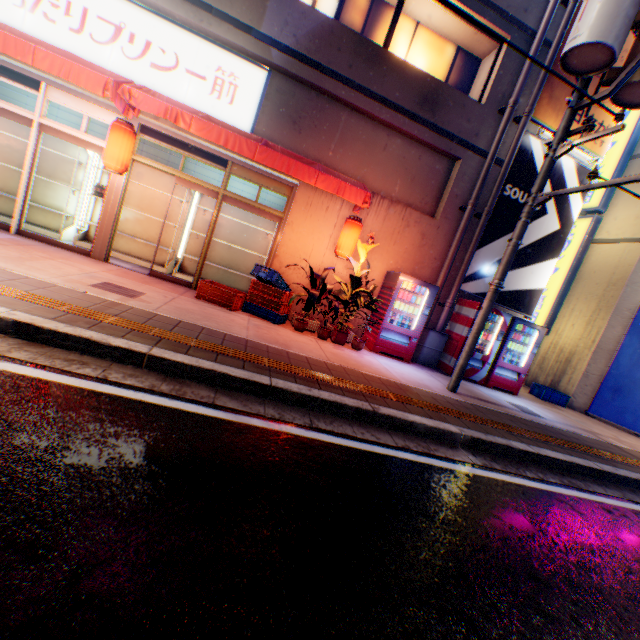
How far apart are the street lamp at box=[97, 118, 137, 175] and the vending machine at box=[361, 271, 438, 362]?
6.2 meters

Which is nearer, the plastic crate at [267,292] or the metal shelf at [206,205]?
the plastic crate at [267,292]

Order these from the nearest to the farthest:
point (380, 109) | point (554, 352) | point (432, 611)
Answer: point (432, 611)
point (380, 109)
point (554, 352)

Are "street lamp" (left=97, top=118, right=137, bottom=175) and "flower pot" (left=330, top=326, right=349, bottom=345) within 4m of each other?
no

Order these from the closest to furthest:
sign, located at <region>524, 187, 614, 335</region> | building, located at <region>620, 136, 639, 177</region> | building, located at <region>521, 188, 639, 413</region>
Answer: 1. building, located at <region>521, 188, 639, 413</region>
2. building, located at <region>620, 136, 639, 177</region>
3. sign, located at <region>524, 187, 614, 335</region>

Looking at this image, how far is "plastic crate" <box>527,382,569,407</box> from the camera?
10.2 meters

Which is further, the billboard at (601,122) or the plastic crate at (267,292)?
the billboard at (601,122)

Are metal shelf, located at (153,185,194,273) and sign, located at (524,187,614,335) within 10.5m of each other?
no
